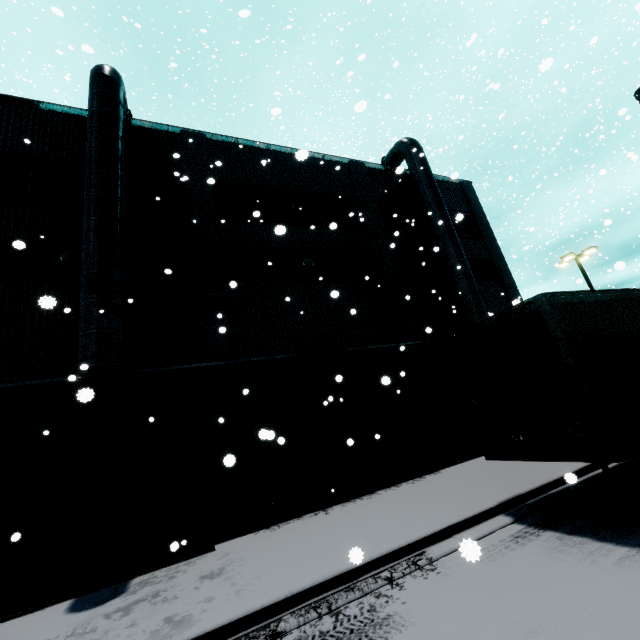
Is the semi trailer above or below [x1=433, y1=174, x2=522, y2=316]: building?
below

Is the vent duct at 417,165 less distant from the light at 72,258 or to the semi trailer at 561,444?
the semi trailer at 561,444

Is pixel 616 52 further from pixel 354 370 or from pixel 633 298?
pixel 354 370

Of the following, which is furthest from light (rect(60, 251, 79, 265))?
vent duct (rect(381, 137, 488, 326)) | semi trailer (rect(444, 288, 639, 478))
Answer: vent duct (rect(381, 137, 488, 326))

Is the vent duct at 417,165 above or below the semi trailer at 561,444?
above

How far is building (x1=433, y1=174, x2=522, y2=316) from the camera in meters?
17.2

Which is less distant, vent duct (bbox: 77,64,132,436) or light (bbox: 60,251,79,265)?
vent duct (bbox: 77,64,132,436)

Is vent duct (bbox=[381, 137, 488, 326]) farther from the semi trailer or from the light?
the light
